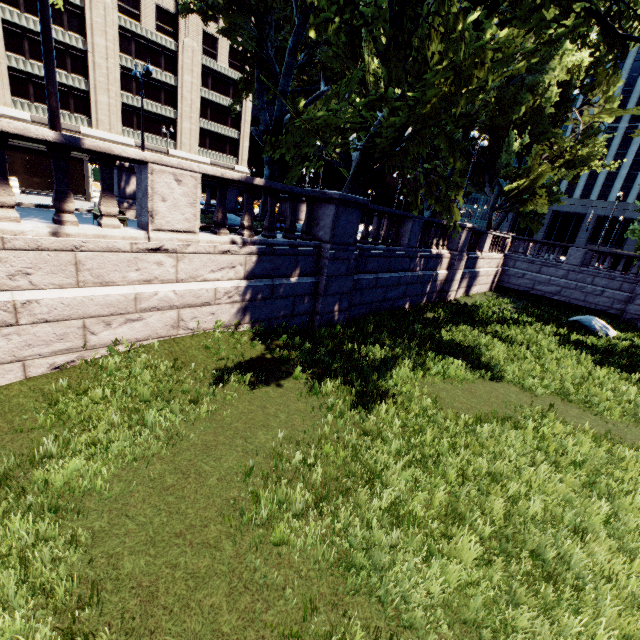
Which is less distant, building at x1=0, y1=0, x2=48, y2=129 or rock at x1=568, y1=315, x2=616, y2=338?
rock at x1=568, y1=315, x2=616, y2=338

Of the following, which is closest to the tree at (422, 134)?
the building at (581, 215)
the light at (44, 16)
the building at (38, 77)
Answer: the light at (44, 16)

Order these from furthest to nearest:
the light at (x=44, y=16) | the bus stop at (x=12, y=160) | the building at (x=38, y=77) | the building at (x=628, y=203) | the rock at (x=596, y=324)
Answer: the building at (x=628, y=203), the building at (x=38, y=77), the rock at (x=596, y=324), the bus stop at (x=12, y=160), the light at (x=44, y=16)

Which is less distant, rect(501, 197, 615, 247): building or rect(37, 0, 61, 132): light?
rect(37, 0, 61, 132): light

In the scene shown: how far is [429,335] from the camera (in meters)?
11.58

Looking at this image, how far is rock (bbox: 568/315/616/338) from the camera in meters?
15.7 m

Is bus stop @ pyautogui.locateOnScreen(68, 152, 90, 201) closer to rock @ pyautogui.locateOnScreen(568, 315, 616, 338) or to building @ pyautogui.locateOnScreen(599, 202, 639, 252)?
rock @ pyautogui.locateOnScreen(568, 315, 616, 338)

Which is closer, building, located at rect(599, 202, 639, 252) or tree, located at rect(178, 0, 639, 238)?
tree, located at rect(178, 0, 639, 238)
